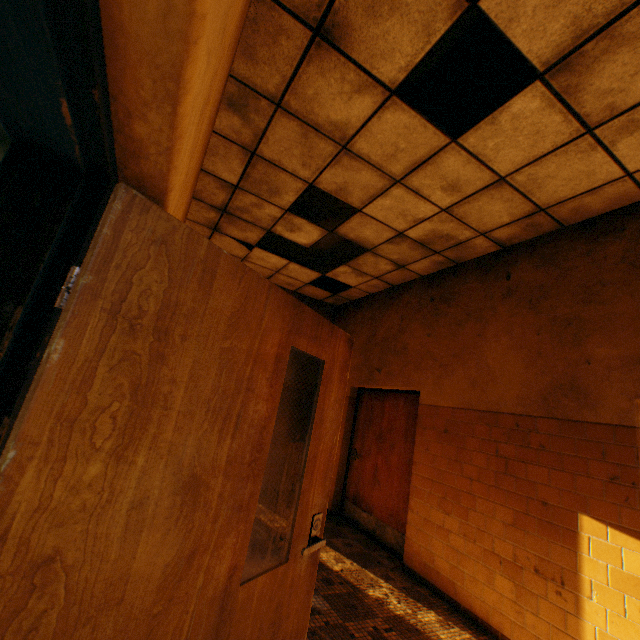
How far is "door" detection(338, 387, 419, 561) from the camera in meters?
4.5 m

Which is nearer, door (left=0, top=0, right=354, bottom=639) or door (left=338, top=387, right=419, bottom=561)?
door (left=0, top=0, right=354, bottom=639)

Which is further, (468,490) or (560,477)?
(468,490)

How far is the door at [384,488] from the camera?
Result: 4.5 meters

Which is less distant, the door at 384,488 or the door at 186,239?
the door at 186,239
